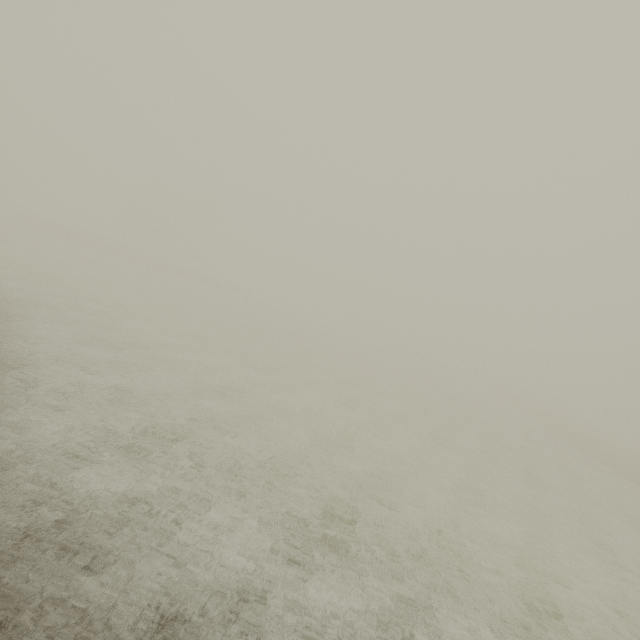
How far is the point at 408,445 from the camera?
15.77m
